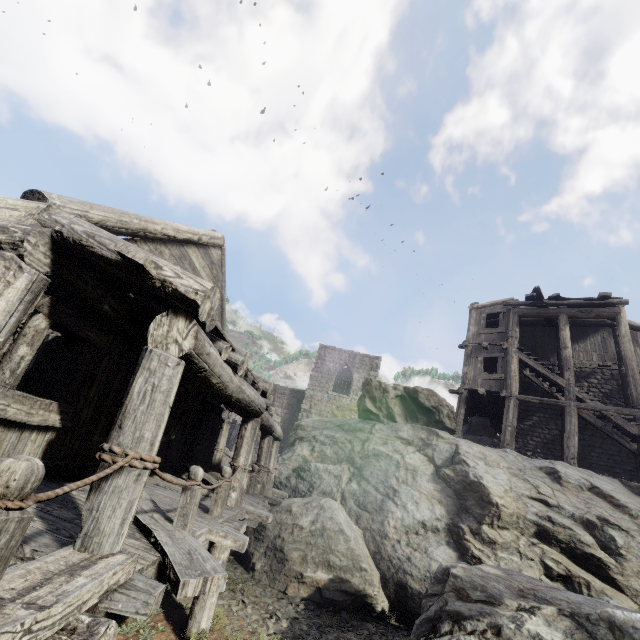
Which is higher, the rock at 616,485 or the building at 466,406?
the building at 466,406

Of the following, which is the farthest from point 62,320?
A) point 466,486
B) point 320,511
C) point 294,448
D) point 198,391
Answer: point 294,448

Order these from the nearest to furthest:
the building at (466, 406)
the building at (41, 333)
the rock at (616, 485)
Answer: the building at (41, 333) → the rock at (616, 485) → the building at (466, 406)

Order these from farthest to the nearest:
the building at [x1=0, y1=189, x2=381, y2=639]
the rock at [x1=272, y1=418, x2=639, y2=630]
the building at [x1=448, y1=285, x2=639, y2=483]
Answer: the building at [x1=448, y1=285, x2=639, y2=483]
the rock at [x1=272, y1=418, x2=639, y2=630]
the building at [x1=0, y1=189, x2=381, y2=639]

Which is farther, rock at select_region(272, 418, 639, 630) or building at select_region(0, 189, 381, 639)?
rock at select_region(272, 418, 639, 630)

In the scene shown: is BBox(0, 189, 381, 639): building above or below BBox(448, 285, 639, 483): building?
below

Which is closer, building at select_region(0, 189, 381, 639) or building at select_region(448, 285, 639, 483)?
building at select_region(0, 189, 381, 639)
